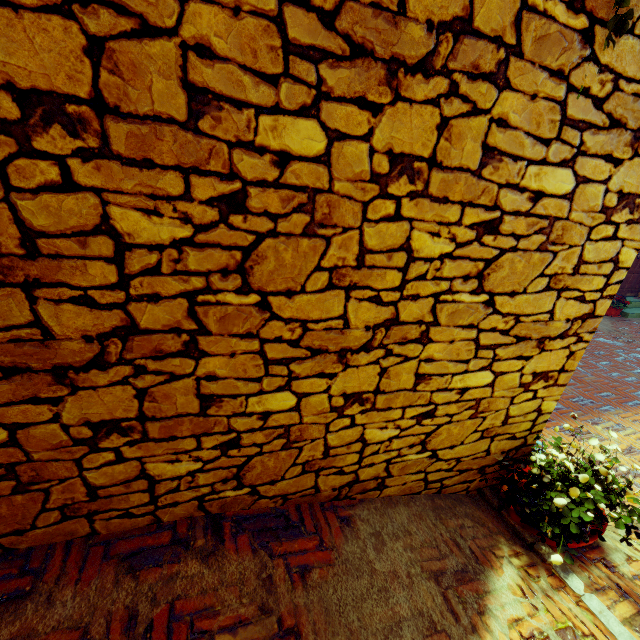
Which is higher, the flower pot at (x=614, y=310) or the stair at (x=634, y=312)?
the flower pot at (x=614, y=310)

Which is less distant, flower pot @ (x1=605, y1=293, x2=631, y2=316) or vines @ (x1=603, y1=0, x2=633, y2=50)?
vines @ (x1=603, y1=0, x2=633, y2=50)

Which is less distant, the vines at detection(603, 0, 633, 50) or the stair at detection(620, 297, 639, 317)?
the vines at detection(603, 0, 633, 50)

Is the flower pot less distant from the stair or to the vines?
the stair

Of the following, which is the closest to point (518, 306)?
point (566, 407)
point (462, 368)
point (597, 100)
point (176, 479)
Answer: point (462, 368)

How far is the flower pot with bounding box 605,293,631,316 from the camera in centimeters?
862cm

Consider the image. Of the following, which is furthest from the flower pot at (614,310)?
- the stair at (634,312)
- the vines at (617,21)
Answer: the vines at (617,21)
